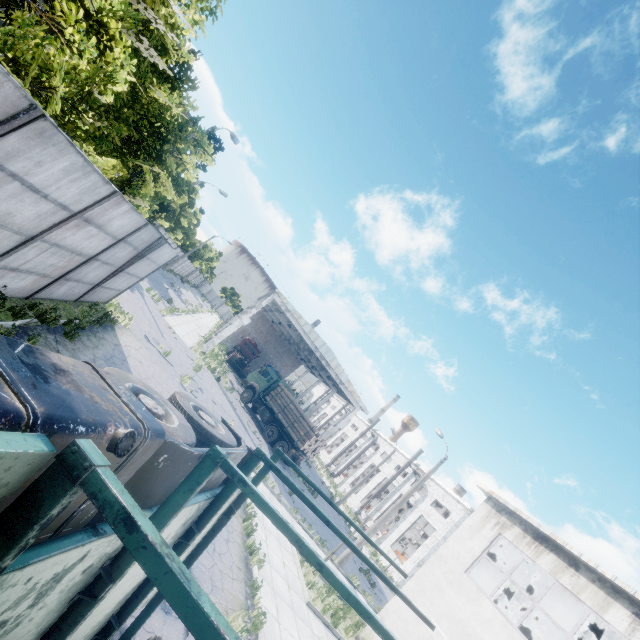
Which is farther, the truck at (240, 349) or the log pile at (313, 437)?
the truck at (240, 349)

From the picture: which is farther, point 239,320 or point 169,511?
point 239,320

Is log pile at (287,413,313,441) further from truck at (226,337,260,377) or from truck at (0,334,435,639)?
truck at (0,334,435,639)

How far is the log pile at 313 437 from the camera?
23.75m

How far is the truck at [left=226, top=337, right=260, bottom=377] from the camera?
37.66m

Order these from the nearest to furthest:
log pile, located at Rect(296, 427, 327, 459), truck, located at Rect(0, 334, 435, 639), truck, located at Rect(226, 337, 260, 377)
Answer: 1. truck, located at Rect(0, 334, 435, 639)
2. log pile, located at Rect(296, 427, 327, 459)
3. truck, located at Rect(226, 337, 260, 377)
